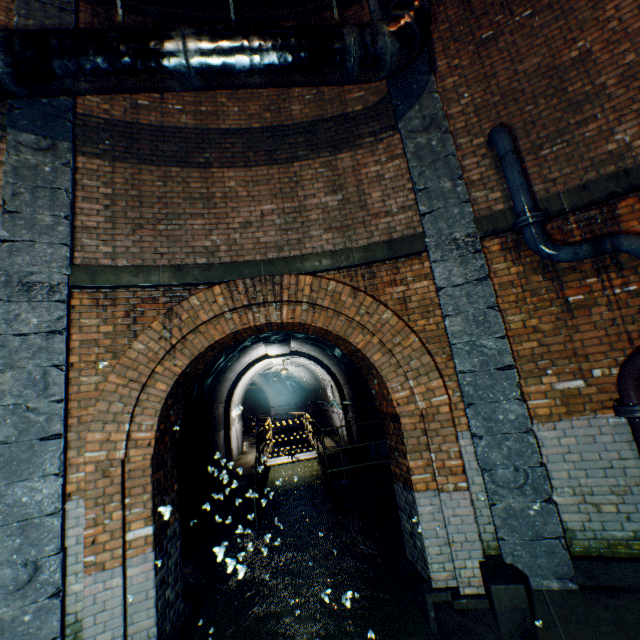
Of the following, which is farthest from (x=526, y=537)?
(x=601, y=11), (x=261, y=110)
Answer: (x=261, y=110)

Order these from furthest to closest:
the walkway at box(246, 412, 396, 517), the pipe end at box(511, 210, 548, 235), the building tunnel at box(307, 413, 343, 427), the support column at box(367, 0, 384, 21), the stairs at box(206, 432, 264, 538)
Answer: the building tunnel at box(307, 413, 343, 427) < the walkway at box(246, 412, 396, 517) < the support column at box(367, 0, 384, 21) < the pipe end at box(511, 210, 548, 235) < the stairs at box(206, 432, 264, 538)

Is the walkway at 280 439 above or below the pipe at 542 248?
below

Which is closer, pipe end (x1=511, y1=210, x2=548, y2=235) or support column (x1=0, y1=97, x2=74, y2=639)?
support column (x1=0, y1=97, x2=74, y2=639)

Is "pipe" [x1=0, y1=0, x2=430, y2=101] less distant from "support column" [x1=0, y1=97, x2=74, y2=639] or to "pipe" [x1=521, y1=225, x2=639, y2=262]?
"support column" [x1=0, y1=97, x2=74, y2=639]

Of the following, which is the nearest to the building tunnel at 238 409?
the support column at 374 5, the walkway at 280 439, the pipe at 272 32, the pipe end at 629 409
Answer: the walkway at 280 439

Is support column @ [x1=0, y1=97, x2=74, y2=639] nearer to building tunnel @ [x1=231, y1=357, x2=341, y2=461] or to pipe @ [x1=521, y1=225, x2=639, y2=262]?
building tunnel @ [x1=231, y1=357, x2=341, y2=461]

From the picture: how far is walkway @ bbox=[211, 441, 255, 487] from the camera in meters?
9.0
